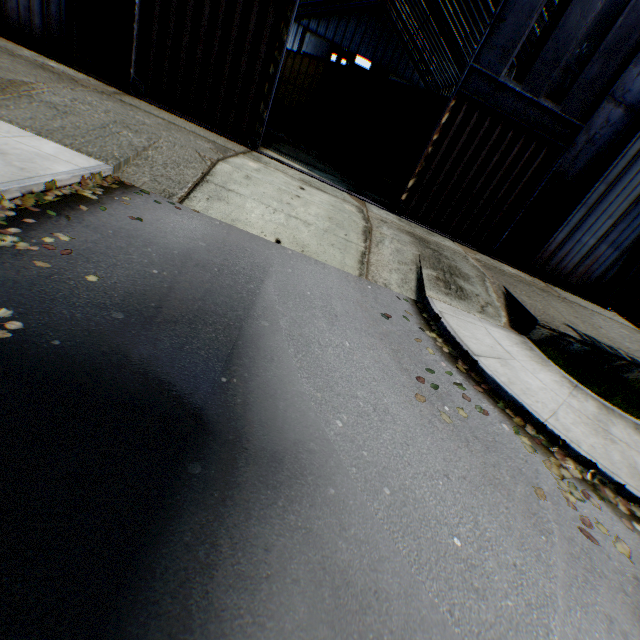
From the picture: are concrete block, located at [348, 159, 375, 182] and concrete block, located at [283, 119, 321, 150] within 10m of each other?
yes

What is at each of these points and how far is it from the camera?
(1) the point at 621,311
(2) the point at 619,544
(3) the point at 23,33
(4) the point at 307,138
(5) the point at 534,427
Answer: (1) storage container, 16.3 meters
(2) leaf decal, 3.9 meters
(3) building, 10.5 meters
(4) concrete block, 20.1 meters
(5) leaf decal, 5.2 meters

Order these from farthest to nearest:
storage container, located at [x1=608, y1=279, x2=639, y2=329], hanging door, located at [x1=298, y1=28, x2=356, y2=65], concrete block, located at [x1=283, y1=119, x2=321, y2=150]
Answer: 1. hanging door, located at [x1=298, y1=28, x2=356, y2=65]
2. concrete block, located at [x1=283, y1=119, x2=321, y2=150]
3. storage container, located at [x1=608, y1=279, x2=639, y2=329]

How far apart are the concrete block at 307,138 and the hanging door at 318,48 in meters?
35.9 m

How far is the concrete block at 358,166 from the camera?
16.2m

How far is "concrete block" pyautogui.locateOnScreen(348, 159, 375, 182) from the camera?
16.2m

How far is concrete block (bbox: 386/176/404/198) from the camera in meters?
16.7

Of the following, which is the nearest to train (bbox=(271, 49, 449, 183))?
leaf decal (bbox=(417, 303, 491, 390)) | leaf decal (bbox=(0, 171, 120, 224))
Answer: leaf decal (bbox=(417, 303, 491, 390))
